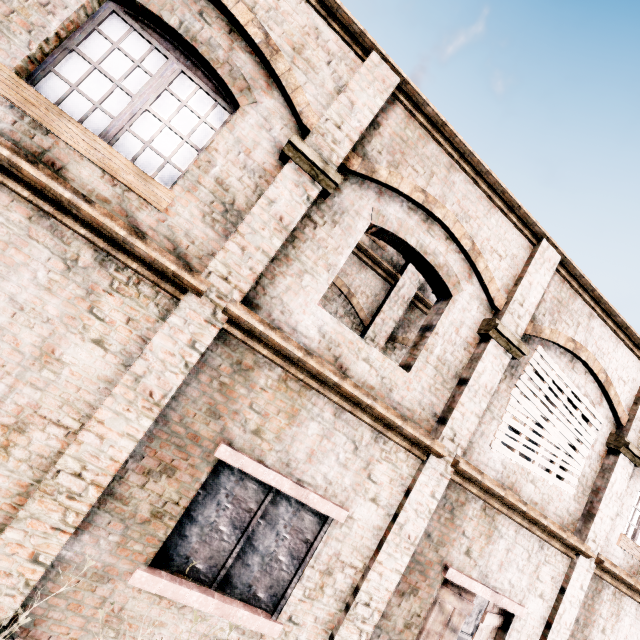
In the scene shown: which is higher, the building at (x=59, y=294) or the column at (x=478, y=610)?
the building at (x=59, y=294)

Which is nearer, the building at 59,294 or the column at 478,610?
the building at 59,294

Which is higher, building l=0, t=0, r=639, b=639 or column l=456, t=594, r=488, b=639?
building l=0, t=0, r=639, b=639

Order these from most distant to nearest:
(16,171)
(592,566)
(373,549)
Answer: (592,566) < (373,549) < (16,171)

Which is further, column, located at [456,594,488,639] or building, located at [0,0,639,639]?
column, located at [456,594,488,639]
